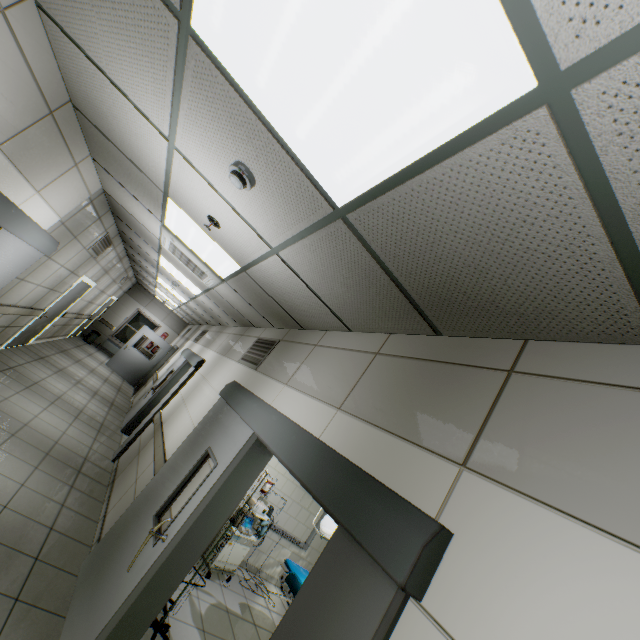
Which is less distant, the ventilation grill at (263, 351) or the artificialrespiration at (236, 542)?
the ventilation grill at (263, 351)

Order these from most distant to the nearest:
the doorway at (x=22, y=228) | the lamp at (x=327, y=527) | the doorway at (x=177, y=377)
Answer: the doorway at (x=177, y=377) < the lamp at (x=327, y=527) < the doorway at (x=22, y=228)

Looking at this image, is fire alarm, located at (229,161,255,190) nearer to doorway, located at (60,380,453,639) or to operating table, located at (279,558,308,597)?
doorway, located at (60,380,453,639)

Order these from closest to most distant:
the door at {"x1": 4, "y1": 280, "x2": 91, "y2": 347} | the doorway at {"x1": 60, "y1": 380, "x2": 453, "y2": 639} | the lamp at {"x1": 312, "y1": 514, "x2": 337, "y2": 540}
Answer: the doorway at {"x1": 60, "y1": 380, "x2": 453, "y2": 639} < the lamp at {"x1": 312, "y1": 514, "x2": 337, "y2": 540} < the door at {"x1": 4, "y1": 280, "x2": 91, "y2": 347}

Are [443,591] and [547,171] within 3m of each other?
yes

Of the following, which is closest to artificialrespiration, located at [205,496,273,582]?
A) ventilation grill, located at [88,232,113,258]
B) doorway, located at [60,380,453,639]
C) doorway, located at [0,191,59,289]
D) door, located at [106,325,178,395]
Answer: doorway, located at [60,380,453,639]

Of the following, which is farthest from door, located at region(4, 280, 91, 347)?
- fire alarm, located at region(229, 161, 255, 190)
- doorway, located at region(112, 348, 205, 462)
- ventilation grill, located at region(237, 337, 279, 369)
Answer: fire alarm, located at region(229, 161, 255, 190)

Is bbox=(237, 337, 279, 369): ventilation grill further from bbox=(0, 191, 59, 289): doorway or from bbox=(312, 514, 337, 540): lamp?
bbox=(0, 191, 59, 289): doorway
